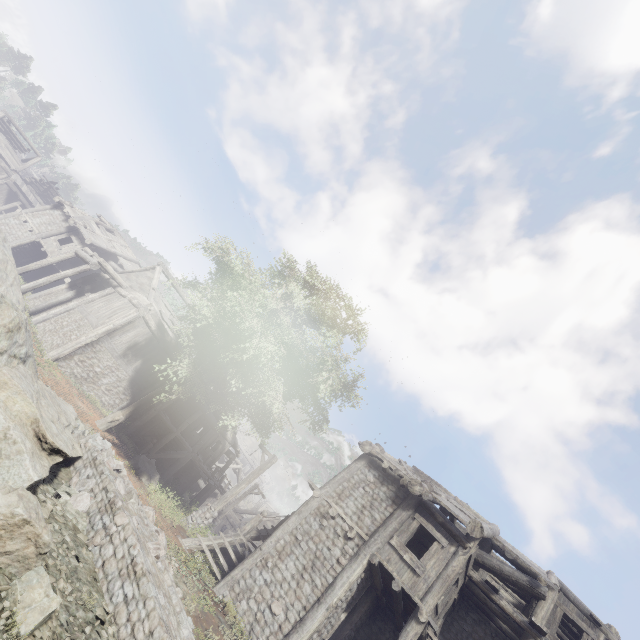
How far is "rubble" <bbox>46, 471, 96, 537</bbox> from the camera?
7.2m

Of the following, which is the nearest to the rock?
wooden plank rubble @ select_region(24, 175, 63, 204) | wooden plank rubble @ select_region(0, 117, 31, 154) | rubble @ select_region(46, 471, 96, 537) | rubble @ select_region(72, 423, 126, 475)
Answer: rubble @ select_region(72, 423, 126, 475)

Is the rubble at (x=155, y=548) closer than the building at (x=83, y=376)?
Yes

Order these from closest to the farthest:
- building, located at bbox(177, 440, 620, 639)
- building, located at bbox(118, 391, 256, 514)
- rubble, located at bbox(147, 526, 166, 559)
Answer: rubble, located at bbox(147, 526, 166, 559)
building, located at bbox(177, 440, 620, 639)
building, located at bbox(118, 391, 256, 514)

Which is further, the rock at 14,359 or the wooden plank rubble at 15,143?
the wooden plank rubble at 15,143

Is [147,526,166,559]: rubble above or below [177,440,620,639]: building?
below

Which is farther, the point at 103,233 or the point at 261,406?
the point at 103,233

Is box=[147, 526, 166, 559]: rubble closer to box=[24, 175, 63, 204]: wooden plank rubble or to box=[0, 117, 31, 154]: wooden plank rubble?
box=[24, 175, 63, 204]: wooden plank rubble
